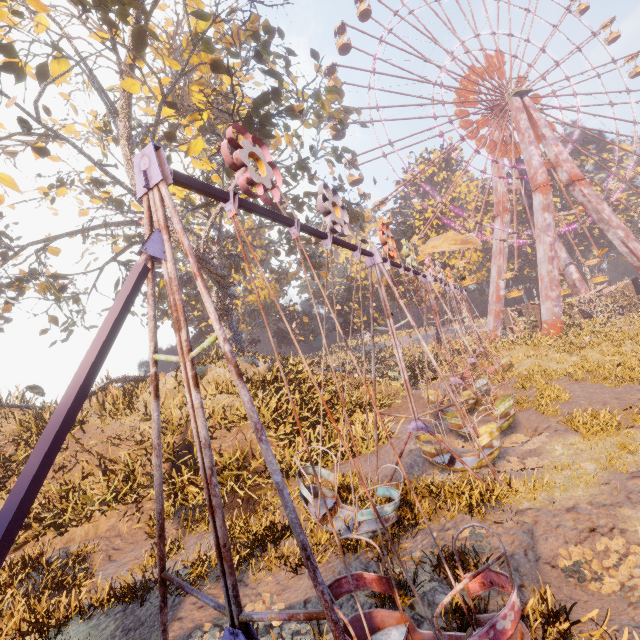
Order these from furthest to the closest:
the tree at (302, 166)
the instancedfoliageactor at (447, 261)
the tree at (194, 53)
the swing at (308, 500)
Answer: the instancedfoliageactor at (447, 261), the tree at (302, 166), the tree at (194, 53), the swing at (308, 500)

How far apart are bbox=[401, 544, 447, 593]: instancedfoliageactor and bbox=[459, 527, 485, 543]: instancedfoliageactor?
0.45m

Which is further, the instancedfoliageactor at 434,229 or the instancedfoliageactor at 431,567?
the instancedfoliageactor at 434,229

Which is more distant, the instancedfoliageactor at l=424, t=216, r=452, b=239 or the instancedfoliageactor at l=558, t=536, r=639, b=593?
the instancedfoliageactor at l=424, t=216, r=452, b=239

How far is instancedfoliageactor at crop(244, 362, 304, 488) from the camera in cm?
1052

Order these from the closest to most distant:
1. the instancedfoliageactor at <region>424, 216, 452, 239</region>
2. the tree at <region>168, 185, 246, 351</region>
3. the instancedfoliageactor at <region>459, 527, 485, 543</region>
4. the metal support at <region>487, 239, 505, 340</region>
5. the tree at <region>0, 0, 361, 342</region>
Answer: the instancedfoliageactor at <region>459, 527, 485, 543</region> < the tree at <region>0, 0, 361, 342</region> < the tree at <region>168, 185, 246, 351</region> < the metal support at <region>487, 239, 505, 340</region> < the instancedfoliageactor at <region>424, 216, 452, 239</region>

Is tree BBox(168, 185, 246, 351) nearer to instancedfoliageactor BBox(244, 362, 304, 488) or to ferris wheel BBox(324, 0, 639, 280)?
instancedfoliageactor BBox(244, 362, 304, 488)

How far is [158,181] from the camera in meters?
3.1 m
